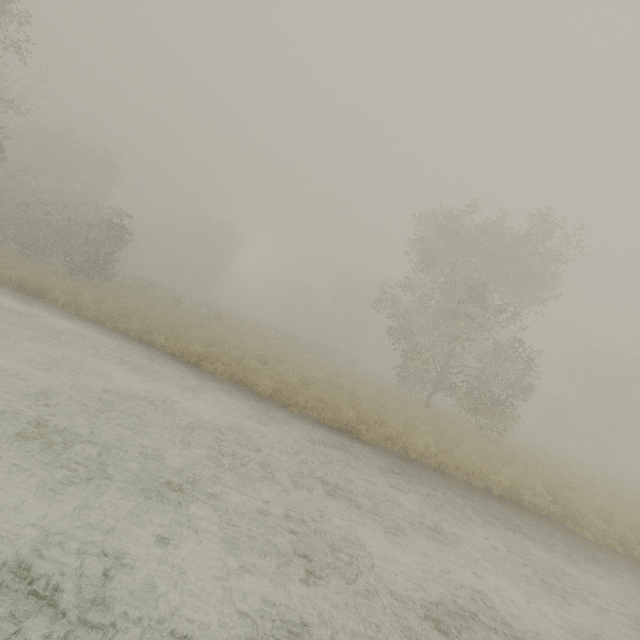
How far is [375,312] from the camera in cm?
5700
